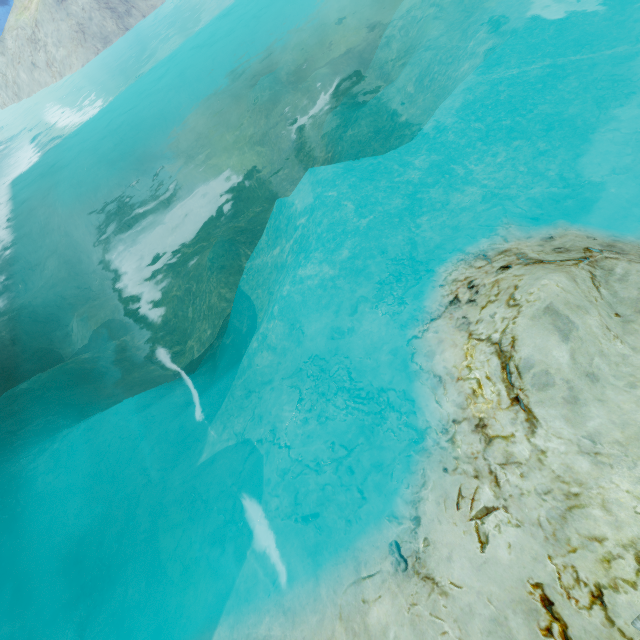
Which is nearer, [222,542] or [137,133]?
[222,542]
